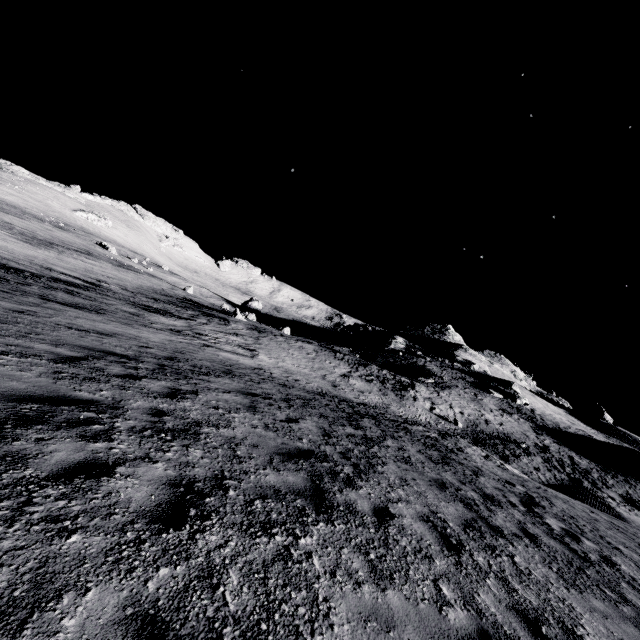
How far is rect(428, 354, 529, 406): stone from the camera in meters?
44.6

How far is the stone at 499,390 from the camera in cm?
4462

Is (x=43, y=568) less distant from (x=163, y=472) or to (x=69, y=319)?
(x=163, y=472)
